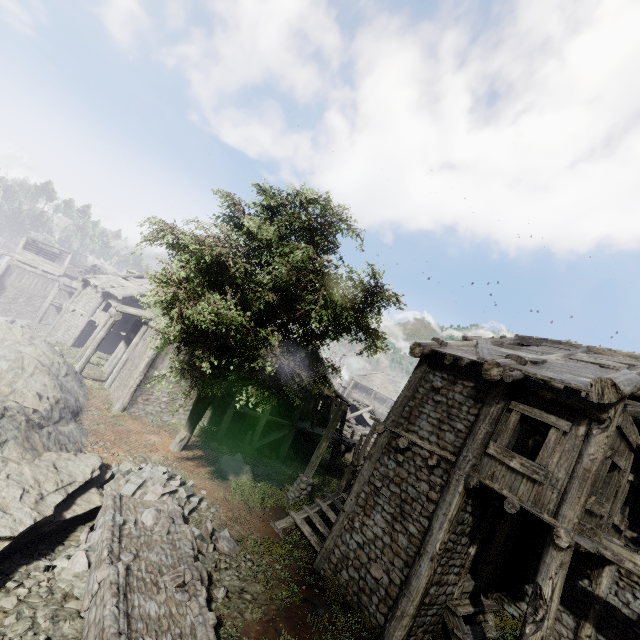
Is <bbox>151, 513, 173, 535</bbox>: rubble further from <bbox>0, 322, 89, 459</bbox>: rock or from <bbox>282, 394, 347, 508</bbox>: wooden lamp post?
<bbox>282, 394, 347, 508</bbox>: wooden lamp post

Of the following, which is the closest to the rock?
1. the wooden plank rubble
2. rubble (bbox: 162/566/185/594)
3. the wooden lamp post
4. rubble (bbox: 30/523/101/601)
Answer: rubble (bbox: 30/523/101/601)

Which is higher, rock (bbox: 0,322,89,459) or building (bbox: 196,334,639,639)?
building (bbox: 196,334,639,639)

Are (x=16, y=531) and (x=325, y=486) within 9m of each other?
no

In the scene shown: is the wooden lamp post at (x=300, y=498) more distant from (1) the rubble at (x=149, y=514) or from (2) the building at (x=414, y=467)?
(1) the rubble at (x=149, y=514)

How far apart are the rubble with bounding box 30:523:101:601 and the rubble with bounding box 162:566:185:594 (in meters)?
1.43

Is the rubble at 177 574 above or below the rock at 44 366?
above

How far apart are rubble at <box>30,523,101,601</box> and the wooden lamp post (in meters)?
6.93
